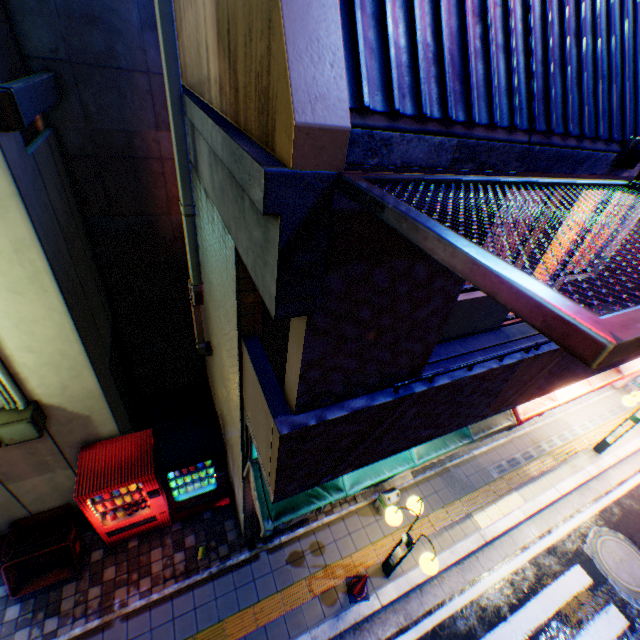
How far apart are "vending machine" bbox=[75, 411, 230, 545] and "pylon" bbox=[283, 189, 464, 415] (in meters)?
3.29

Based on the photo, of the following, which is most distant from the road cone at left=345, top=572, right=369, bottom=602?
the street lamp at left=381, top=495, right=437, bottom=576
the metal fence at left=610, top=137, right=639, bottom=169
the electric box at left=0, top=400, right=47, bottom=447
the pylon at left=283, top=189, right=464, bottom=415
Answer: the metal fence at left=610, top=137, right=639, bottom=169

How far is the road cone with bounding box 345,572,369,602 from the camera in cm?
575

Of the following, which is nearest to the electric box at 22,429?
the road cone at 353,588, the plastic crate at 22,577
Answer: the plastic crate at 22,577

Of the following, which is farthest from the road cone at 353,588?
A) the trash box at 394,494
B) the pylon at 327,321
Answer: the pylon at 327,321

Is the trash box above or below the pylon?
below

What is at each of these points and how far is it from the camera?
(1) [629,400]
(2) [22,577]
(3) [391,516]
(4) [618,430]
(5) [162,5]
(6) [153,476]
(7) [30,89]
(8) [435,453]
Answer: (1) street lamp, 8.16m
(2) plastic crate, 5.56m
(3) street lamp, 5.19m
(4) street lamp, 8.73m
(5) pipe, 2.77m
(6) vending machine, 5.33m
(7) pipe, 3.35m
(8) awning, 5.49m

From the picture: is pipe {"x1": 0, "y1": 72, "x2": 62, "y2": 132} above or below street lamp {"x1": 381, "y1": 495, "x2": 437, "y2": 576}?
above
